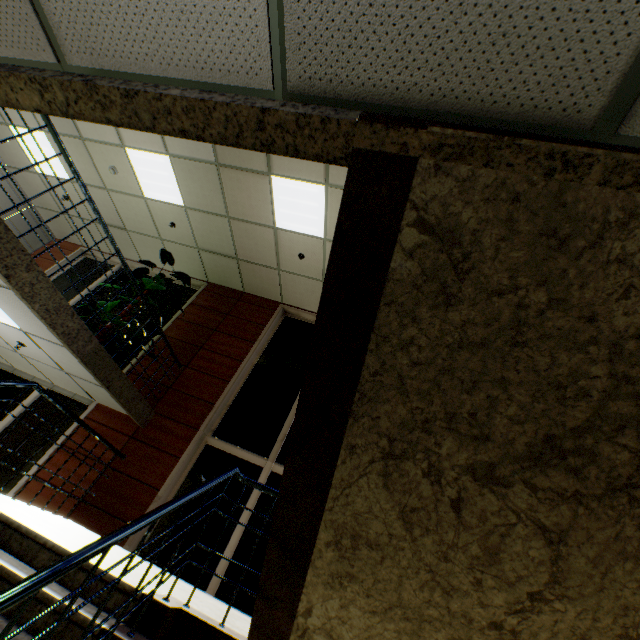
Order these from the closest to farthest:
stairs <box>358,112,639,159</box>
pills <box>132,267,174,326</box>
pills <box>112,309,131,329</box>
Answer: stairs <box>358,112,639,159</box>, pills <box>112,309,131,329</box>, pills <box>132,267,174,326</box>

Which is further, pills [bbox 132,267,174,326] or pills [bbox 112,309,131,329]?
pills [bbox 132,267,174,326]

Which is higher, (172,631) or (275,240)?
(275,240)

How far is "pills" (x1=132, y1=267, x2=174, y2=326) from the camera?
5.7 meters

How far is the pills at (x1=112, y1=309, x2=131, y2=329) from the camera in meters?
5.2

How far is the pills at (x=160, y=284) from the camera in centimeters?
573cm

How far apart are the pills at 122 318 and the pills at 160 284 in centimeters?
19cm

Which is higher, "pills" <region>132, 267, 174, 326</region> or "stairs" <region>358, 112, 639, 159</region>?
"pills" <region>132, 267, 174, 326</region>
